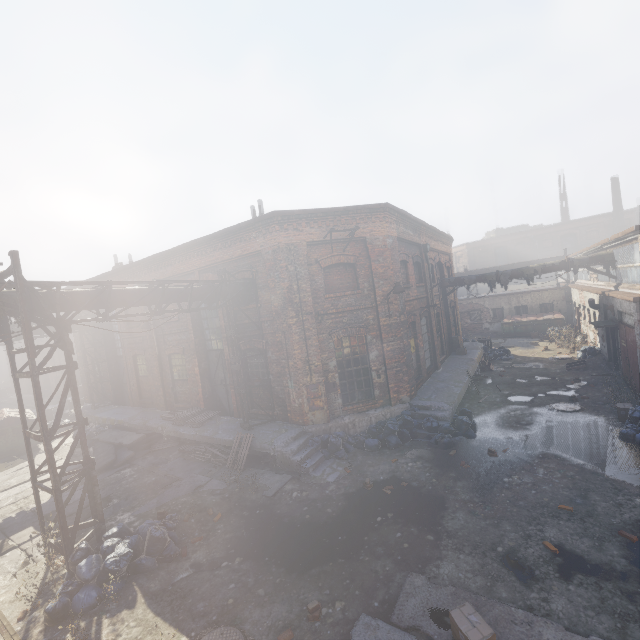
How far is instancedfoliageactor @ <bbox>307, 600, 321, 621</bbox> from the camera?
5.27m

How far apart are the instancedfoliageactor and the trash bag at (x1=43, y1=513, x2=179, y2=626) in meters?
3.4

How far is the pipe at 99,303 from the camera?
7.94m

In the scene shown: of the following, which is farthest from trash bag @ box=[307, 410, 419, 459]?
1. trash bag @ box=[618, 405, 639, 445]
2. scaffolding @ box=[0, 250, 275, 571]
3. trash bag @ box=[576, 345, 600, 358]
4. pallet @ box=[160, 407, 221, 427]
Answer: trash bag @ box=[576, 345, 600, 358]

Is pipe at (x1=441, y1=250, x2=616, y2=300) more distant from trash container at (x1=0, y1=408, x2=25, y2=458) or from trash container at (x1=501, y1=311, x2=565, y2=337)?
trash container at (x1=0, y1=408, x2=25, y2=458)

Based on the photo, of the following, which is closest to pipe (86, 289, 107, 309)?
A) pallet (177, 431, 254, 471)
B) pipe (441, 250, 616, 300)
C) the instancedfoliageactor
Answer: pallet (177, 431, 254, 471)

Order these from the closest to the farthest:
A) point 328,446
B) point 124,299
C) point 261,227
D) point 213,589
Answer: point 213,589 < point 124,299 < point 328,446 < point 261,227

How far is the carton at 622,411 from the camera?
10.4m
